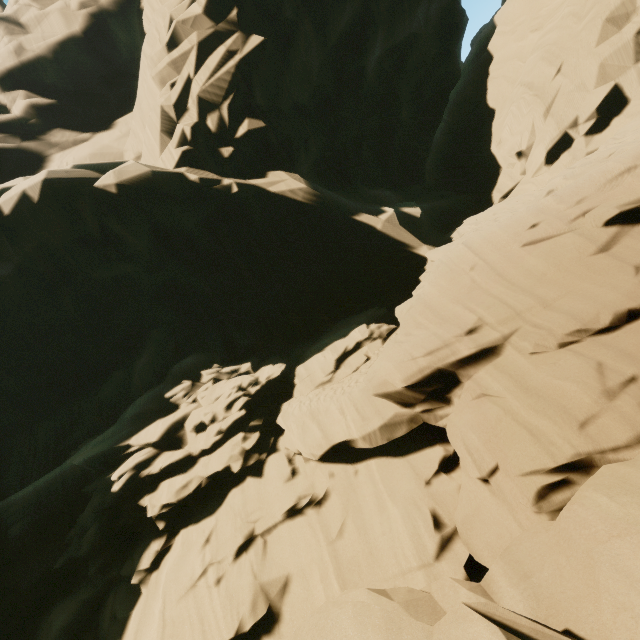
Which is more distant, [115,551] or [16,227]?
[16,227]
